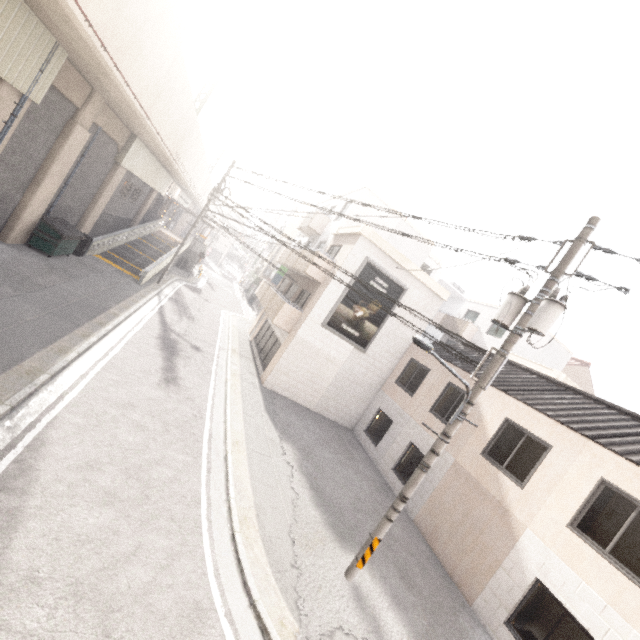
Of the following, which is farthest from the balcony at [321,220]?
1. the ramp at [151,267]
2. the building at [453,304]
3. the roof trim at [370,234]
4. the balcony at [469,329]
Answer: the building at [453,304]

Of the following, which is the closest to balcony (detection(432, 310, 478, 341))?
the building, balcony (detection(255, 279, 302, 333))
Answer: balcony (detection(255, 279, 302, 333))

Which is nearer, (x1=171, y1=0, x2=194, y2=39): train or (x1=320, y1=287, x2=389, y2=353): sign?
(x1=171, y1=0, x2=194, y2=39): train

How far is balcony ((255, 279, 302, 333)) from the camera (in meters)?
15.97

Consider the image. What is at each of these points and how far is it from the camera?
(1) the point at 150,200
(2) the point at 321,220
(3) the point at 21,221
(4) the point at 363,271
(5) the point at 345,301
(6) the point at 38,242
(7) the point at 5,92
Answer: (1) concrete pillar, 27.7m
(2) balcony, 21.4m
(3) concrete pillar, 12.8m
(4) sign, 15.5m
(5) sign, 15.6m
(6) dumpster, 13.6m
(7) concrete pillar, 8.8m

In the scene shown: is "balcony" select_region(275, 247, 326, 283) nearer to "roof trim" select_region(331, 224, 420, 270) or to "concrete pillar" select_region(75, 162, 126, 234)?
"roof trim" select_region(331, 224, 420, 270)

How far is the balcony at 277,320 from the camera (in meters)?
15.97

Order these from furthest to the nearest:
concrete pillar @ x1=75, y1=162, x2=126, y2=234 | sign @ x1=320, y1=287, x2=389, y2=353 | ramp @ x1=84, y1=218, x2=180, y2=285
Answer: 1. ramp @ x1=84, y1=218, x2=180, y2=285
2. concrete pillar @ x1=75, y1=162, x2=126, y2=234
3. sign @ x1=320, y1=287, x2=389, y2=353
